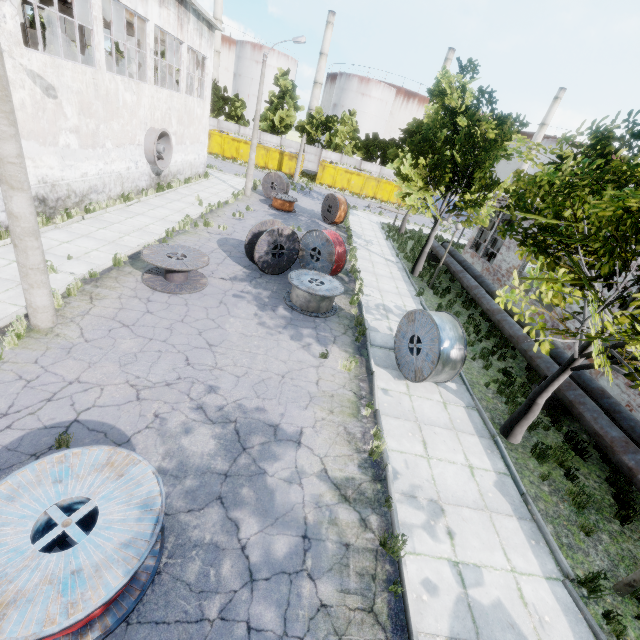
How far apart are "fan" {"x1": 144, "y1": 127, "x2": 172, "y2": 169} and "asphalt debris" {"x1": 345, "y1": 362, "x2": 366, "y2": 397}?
16.1m

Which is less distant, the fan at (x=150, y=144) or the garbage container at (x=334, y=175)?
the fan at (x=150, y=144)

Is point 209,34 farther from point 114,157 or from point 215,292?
point 215,292

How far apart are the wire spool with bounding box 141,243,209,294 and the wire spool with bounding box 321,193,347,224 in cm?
1325

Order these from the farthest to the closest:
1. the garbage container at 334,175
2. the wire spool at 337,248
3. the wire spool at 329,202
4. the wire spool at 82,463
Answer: the garbage container at 334,175, the wire spool at 329,202, the wire spool at 337,248, the wire spool at 82,463

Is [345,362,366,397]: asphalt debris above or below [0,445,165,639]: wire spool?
below

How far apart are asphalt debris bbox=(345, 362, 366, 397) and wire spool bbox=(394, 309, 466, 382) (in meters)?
1.15

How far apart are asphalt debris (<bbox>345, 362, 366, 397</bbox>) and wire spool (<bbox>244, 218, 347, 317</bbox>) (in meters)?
4.88
